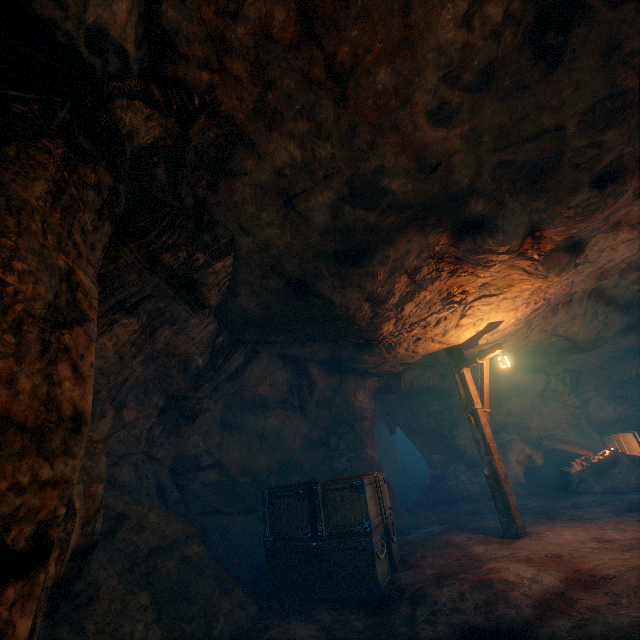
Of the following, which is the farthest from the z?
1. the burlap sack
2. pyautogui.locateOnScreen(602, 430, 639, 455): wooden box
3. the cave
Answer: the cave

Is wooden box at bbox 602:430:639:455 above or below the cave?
below

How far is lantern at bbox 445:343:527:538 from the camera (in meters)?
7.46

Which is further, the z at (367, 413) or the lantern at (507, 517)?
the z at (367, 413)

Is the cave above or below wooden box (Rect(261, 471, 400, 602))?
above

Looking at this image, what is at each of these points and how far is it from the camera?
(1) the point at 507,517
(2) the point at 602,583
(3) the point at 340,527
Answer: (1) lantern, 7.5m
(2) burlap sack, 4.4m
(3) wooden box, 5.6m

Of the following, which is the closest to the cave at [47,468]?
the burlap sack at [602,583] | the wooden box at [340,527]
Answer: the burlap sack at [602,583]

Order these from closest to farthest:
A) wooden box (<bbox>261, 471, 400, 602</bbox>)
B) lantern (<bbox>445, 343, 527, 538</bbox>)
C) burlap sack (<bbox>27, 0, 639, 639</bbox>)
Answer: burlap sack (<bbox>27, 0, 639, 639</bbox>) → wooden box (<bbox>261, 471, 400, 602</bbox>) → lantern (<bbox>445, 343, 527, 538</bbox>)
